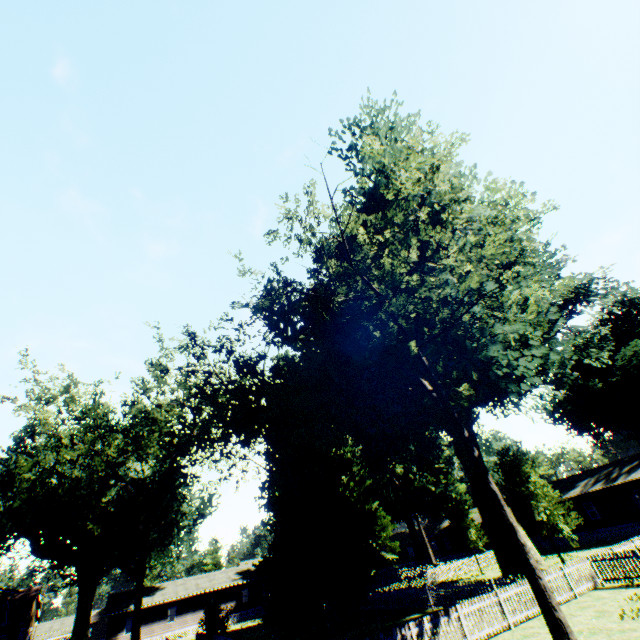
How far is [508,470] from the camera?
23.28m

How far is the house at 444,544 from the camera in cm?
5338

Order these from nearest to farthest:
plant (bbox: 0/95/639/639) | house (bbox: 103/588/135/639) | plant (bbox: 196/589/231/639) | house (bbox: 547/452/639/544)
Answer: plant (bbox: 0/95/639/639) < plant (bbox: 196/589/231/639) < house (bbox: 547/452/639/544) < house (bbox: 103/588/135/639)

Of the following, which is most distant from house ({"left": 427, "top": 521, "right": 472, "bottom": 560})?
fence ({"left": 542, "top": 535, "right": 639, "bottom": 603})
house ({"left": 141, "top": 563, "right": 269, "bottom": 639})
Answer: house ({"left": 141, "top": 563, "right": 269, "bottom": 639})

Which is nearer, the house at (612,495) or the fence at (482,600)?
the fence at (482,600)

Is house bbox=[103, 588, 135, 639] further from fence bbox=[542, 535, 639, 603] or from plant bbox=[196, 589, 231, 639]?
plant bbox=[196, 589, 231, 639]

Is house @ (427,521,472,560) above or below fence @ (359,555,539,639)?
above

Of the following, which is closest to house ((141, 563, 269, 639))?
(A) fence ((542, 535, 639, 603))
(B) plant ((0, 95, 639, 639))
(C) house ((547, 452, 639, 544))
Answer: (A) fence ((542, 535, 639, 603))
